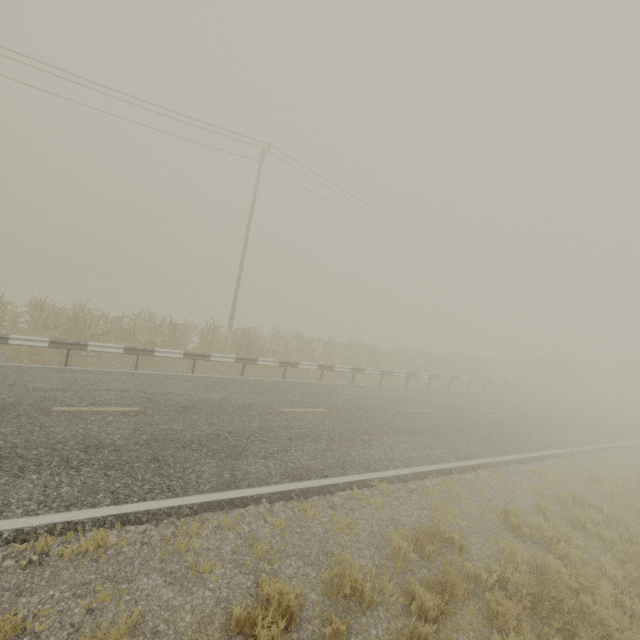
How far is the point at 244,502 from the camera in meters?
6.0 m
